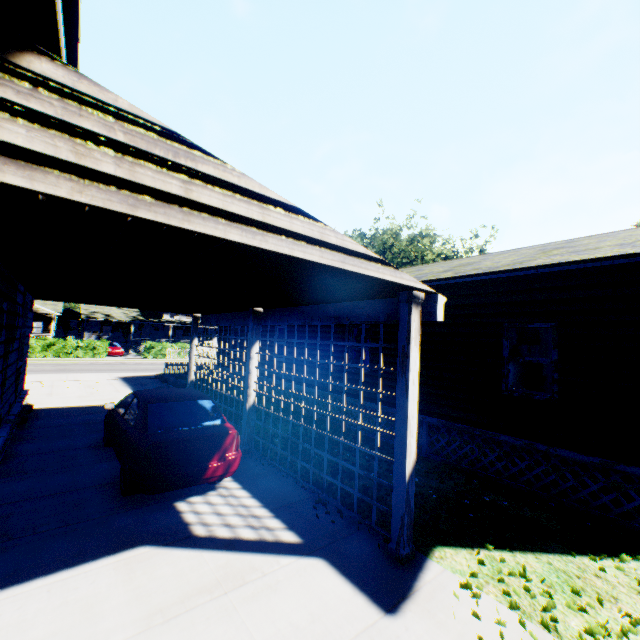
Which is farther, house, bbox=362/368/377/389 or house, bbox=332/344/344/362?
house, bbox=332/344/344/362

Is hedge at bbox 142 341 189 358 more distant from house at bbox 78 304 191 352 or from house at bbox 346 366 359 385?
house at bbox 346 366 359 385

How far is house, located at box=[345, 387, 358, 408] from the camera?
10.6 meters

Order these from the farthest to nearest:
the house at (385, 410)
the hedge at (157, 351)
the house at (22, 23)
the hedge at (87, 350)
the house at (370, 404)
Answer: the hedge at (157, 351)
the hedge at (87, 350)
the house at (370, 404)
the house at (385, 410)
the house at (22, 23)

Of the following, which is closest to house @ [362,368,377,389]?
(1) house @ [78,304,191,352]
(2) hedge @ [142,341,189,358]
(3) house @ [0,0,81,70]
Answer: (3) house @ [0,0,81,70]

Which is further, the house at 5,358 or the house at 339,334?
the house at 339,334

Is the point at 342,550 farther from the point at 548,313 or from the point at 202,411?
the point at 548,313

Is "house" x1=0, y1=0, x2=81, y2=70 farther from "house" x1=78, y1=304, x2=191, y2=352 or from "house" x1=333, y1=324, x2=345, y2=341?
"house" x1=78, y1=304, x2=191, y2=352
